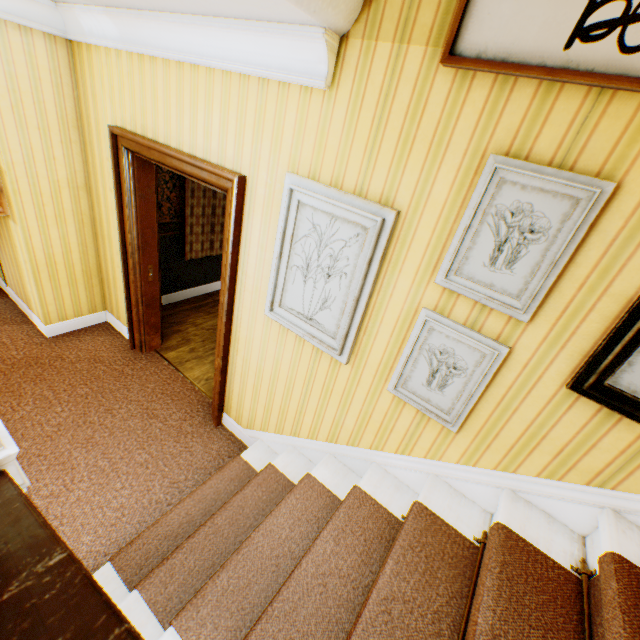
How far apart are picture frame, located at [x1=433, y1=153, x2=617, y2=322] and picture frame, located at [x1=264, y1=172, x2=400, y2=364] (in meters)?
0.29

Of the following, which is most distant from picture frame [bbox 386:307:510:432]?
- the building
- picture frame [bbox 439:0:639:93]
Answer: picture frame [bbox 439:0:639:93]

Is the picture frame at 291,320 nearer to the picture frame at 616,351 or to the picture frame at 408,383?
the picture frame at 408,383

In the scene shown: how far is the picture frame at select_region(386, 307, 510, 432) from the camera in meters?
1.6

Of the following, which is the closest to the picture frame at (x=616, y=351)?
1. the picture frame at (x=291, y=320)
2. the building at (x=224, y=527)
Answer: the building at (x=224, y=527)

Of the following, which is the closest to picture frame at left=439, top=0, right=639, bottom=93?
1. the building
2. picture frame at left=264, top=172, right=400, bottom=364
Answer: the building

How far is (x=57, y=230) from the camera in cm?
343

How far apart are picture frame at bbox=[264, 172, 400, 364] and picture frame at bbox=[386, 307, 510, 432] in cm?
33
